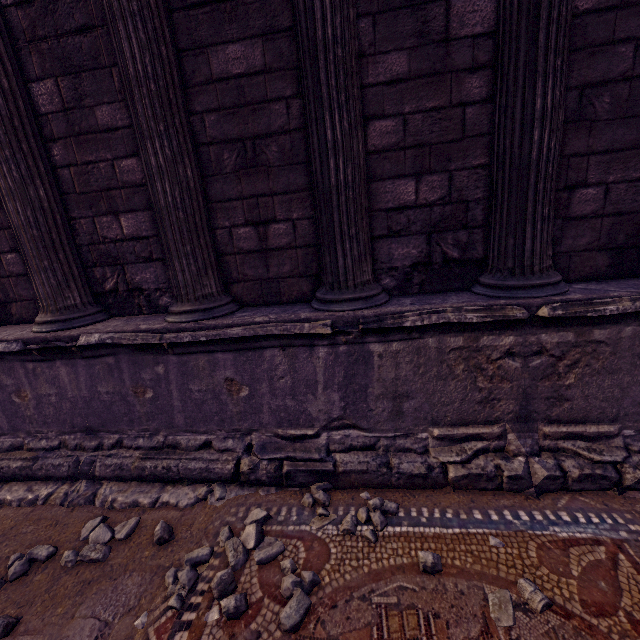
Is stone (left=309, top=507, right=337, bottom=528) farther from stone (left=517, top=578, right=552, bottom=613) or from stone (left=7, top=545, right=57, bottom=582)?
stone (left=7, top=545, right=57, bottom=582)

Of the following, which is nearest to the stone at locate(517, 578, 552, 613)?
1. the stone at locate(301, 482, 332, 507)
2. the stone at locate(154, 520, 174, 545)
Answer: the stone at locate(301, 482, 332, 507)

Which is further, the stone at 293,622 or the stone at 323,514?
the stone at 323,514

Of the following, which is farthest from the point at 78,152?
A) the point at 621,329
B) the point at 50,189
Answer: the point at 621,329

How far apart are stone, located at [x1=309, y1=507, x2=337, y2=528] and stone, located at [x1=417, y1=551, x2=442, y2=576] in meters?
0.3

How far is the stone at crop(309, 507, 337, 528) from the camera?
2.4m

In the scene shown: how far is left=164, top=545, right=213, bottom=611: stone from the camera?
2.0m

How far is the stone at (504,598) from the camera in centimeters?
169cm
